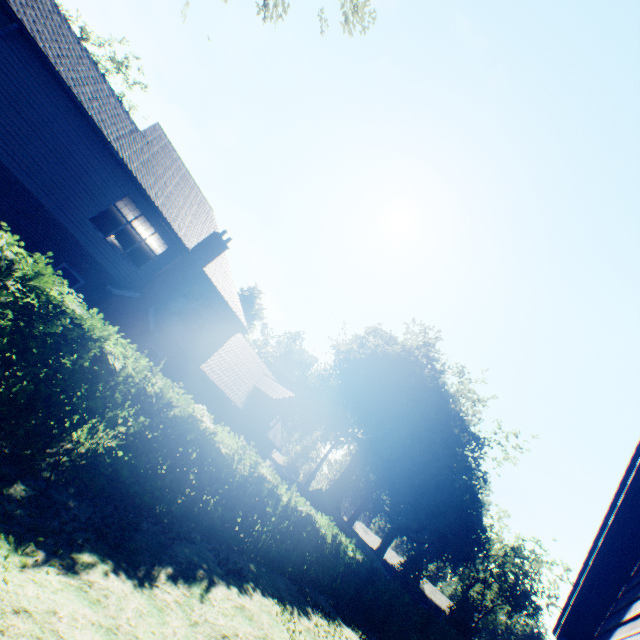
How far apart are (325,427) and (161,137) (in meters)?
45.41

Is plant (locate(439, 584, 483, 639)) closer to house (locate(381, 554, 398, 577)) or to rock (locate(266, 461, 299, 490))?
rock (locate(266, 461, 299, 490))

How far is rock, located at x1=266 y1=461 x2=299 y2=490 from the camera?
34.5 meters

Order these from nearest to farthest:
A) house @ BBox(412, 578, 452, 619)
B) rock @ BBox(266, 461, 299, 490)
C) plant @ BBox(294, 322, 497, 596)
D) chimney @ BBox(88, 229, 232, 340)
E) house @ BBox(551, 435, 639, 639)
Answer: house @ BBox(551, 435, 639, 639) < chimney @ BBox(88, 229, 232, 340) < rock @ BBox(266, 461, 299, 490) < plant @ BBox(294, 322, 497, 596) < house @ BBox(412, 578, 452, 619)

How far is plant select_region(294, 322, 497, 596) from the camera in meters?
35.8 m

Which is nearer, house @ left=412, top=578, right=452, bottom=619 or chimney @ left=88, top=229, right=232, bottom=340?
chimney @ left=88, top=229, right=232, bottom=340

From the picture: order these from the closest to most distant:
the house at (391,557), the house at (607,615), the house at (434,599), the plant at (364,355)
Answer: the house at (607,615) < the plant at (364,355) < the house at (434,599) < the house at (391,557)

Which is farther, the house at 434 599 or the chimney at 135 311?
the house at 434 599
